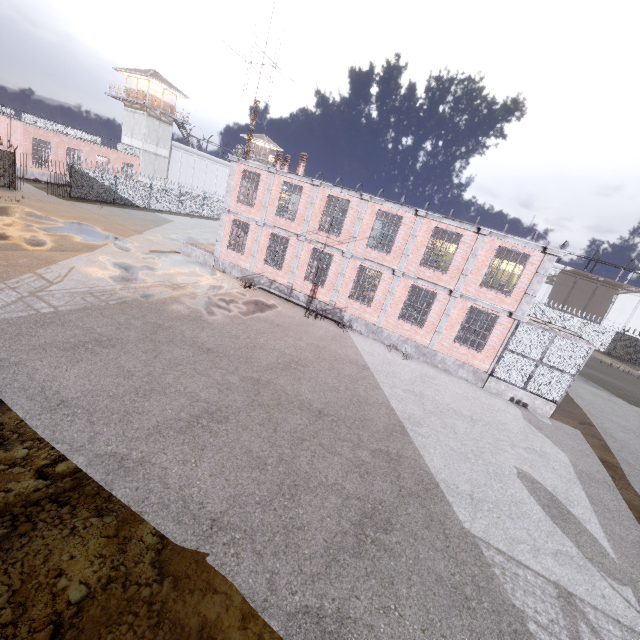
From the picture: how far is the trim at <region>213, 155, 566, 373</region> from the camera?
14.39m

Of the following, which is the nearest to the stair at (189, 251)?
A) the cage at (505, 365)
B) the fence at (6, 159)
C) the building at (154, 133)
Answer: the fence at (6, 159)

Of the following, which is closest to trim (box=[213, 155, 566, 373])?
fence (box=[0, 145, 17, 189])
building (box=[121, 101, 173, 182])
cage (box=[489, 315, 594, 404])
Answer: cage (box=[489, 315, 594, 404])

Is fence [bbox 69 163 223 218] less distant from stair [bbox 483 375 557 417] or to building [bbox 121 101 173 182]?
building [bbox 121 101 173 182]

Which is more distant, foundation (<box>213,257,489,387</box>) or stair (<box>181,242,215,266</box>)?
stair (<box>181,242,215,266</box>)

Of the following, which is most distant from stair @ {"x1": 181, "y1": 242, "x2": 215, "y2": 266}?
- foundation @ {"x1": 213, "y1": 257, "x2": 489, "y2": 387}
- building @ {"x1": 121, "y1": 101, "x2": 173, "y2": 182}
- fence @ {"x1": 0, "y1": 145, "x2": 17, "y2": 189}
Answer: building @ {"x1": 121, "y1": 101, "x2": 173, "y2": 182}

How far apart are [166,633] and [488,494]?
8.1m

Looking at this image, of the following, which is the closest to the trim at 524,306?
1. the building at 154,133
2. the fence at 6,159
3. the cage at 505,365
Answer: the cage at 505,365
